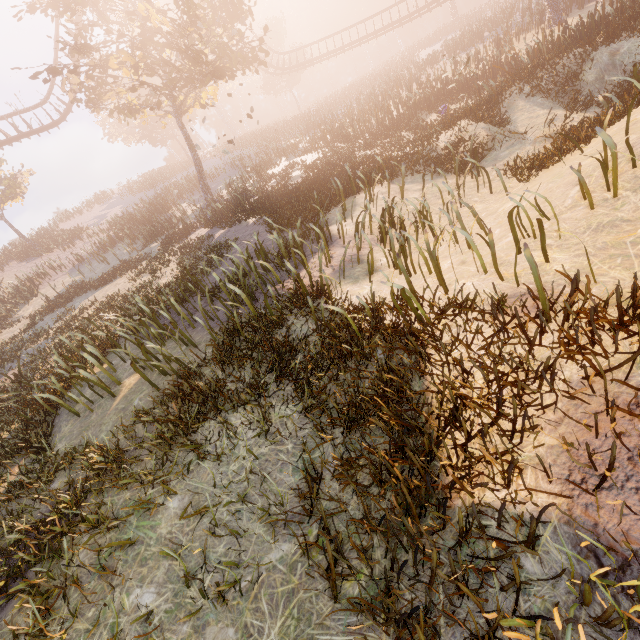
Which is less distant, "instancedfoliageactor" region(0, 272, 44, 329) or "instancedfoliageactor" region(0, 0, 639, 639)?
"instancedfoliageactor" region(0, 0, 639, 639)

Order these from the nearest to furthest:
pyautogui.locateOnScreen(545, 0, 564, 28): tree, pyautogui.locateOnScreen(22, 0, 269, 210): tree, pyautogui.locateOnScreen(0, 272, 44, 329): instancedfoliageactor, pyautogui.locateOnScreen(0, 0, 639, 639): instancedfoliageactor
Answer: pyautogui.locateOnScreen(0, 0, 639, 639): instancedfoliageactor
pyautogui.locateOnScreen(22, 0, 269, 210): tree
pyautogui.locateOnScreen(545, 0, 564, 28): tree
pyautogui.locateOnScreen(0, 272, 44, 329): instancedfoliageactor

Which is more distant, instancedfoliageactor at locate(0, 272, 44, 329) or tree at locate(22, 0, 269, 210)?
instancedfoliageactor at locate(0, 272, 44, 329)

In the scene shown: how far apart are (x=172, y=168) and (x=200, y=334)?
48.54m

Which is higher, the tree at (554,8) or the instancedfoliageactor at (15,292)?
the instancedfoliageactor at (15,292)

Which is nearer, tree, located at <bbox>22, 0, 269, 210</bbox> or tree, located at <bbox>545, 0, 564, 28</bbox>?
tree, located at <bbox>22, 0, 269, 210</bbox>

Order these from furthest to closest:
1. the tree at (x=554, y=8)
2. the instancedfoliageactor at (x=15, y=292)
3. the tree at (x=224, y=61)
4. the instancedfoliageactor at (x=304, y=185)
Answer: the instancedfoliageactor at (x=15, y=292) < the tree at (x=554, y=8) < the tree at (x=224, y=61) < the instancedfoliageactor at (x=304, y=185)
